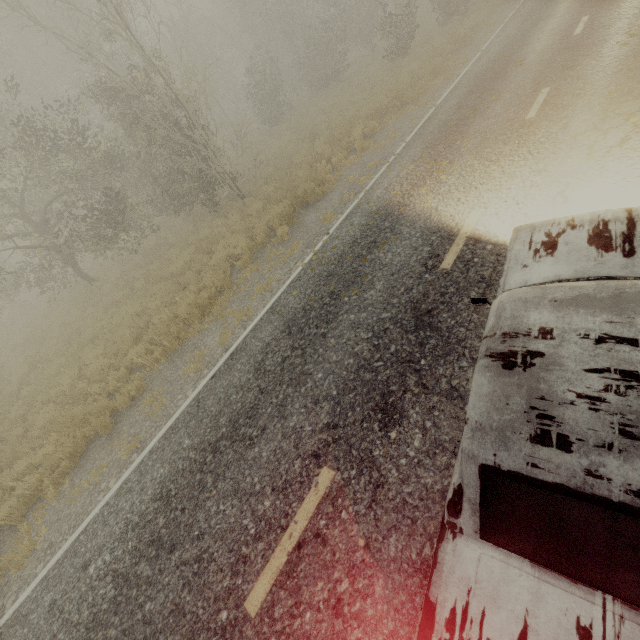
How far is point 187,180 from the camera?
15.03m
